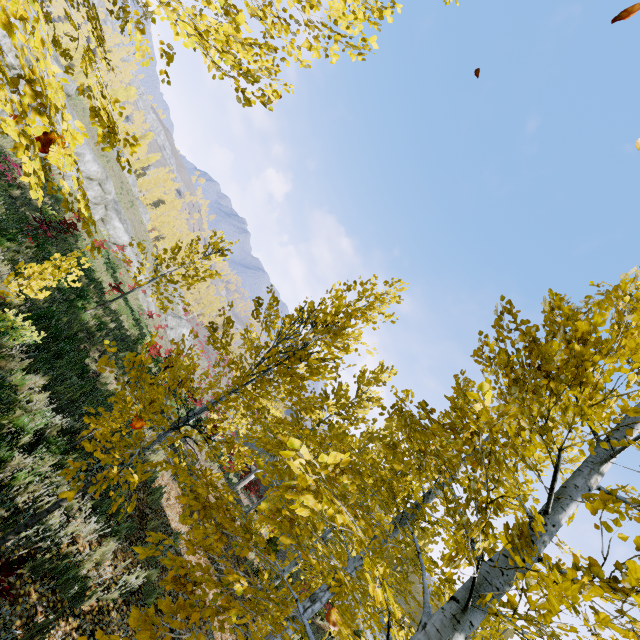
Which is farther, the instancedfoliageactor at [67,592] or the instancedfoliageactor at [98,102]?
the instancedfoliageactor at [67,592]

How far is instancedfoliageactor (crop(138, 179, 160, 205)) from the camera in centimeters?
5878cm

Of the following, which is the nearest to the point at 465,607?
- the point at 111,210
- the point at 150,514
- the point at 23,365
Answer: the point at 150,514

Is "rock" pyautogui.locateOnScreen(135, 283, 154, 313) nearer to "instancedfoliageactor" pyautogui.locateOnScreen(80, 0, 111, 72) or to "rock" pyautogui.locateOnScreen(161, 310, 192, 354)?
"rock" pyautogui.locateOnScreen(161, 310, 192, 354)

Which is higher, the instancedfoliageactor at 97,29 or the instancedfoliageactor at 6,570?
the instancedfoliageactor at 97,29

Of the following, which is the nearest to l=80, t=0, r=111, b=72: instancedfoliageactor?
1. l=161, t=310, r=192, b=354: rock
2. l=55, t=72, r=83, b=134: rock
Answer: l=55, t=72, r=83, b=134: rock

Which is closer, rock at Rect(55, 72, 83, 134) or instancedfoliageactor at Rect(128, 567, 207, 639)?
instancedfoliageactor at Rect(128, 567, 207, 639)
